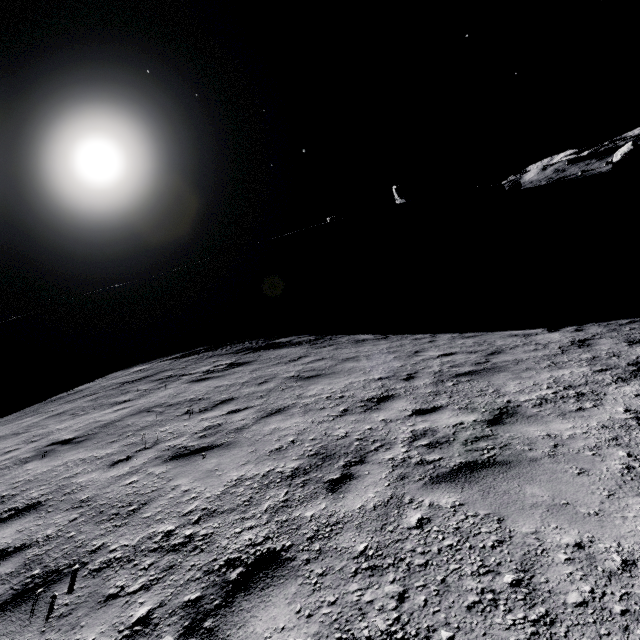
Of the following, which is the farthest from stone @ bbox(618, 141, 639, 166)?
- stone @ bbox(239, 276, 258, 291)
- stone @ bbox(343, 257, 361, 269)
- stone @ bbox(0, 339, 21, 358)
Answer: stone @ bbox(0, 339, 21, 358)

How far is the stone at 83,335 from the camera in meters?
43.7

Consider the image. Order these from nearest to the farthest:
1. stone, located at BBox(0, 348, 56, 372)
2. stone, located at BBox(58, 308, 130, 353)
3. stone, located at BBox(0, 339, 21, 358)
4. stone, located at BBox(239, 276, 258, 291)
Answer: stone, located at BBox(0, 348, 56, 372), stone, located at BBox(58, 308, 130, 353), stone, located at BBox(0, 339, 21, 358), stone, located at BBox(239, 276, 258, 291)

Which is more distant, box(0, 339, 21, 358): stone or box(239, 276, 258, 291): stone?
box(239, 276, 258, 291): stone

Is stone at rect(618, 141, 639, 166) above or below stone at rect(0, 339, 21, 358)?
below

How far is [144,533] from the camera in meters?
3.5 m

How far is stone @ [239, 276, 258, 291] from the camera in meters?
57.2 m

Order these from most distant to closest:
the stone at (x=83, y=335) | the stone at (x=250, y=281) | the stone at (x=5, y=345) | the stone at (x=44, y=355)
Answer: the stone at (x=250, y=281), the stone at (x=5, y=345), the stone at (x=83, y=335), the stone at (x=44, y=355)
